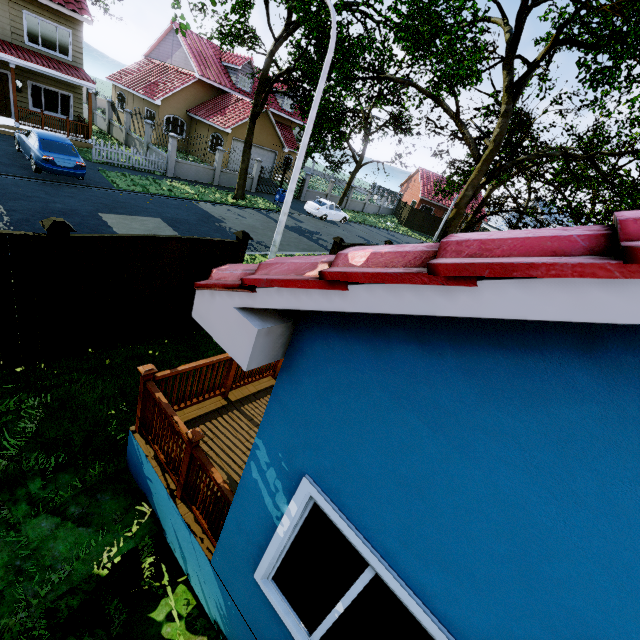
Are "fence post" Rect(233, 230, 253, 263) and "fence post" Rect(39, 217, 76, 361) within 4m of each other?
yes

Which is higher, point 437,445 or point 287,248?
point 437,445

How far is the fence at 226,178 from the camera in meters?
18.6 m

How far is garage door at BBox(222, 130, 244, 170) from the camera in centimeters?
2669cm

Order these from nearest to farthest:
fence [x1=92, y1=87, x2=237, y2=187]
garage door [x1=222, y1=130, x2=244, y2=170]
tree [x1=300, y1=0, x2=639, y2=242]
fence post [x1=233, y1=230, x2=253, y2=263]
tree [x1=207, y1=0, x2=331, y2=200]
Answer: fence post [x1=233, y1=230, x2=253, y2=263] < tree [x1=300, y1=0, x2=639, y2=242] < tree [x1=207, y1=0, x2=331, y2=200] < fence [x1=92, y1=87, x2=237, y2=187] < garage door [x1=222, y1=130, x2=244, y2=170]

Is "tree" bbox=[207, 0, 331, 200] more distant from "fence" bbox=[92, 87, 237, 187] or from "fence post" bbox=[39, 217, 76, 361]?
"fence post" bbox=[39, 217, 76, 361]

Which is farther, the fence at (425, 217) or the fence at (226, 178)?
the fence at (425, 217)

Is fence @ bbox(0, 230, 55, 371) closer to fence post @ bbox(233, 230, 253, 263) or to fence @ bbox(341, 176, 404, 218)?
fence post @ bbox(233, 230, 253, 263)
